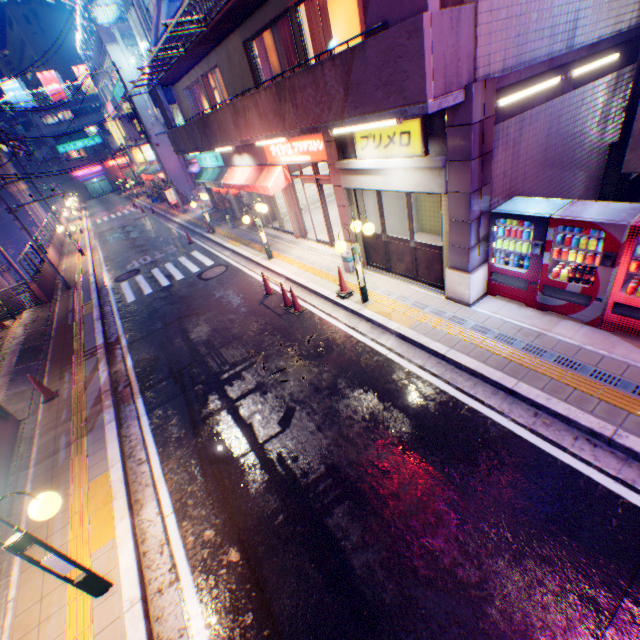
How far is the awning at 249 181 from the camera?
11.80m

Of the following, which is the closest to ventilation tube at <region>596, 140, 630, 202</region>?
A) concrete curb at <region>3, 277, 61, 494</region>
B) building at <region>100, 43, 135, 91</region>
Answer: concrete curb at <region>3, 277, 61, 494</region>

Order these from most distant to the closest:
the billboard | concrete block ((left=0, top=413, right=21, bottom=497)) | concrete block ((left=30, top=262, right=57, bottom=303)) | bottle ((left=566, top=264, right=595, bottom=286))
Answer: the billboard
concrete block ((left=30, top=262, right=57, bottom=303))
concrete block ((left=0, top=413, right=21, bottom=497))
bottle ((left=566, top=264, right=595, bottom=286))

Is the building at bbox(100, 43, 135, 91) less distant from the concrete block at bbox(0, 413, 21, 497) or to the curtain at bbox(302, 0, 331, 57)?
the curtain at bbox(302, 0, 331, 57)

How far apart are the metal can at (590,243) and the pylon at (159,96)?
18.20m

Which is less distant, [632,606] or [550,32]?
[632,606]

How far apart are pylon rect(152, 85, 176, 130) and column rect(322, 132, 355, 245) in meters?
12.0 m

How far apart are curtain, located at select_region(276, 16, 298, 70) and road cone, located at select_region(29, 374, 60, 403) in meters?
11.1 m
